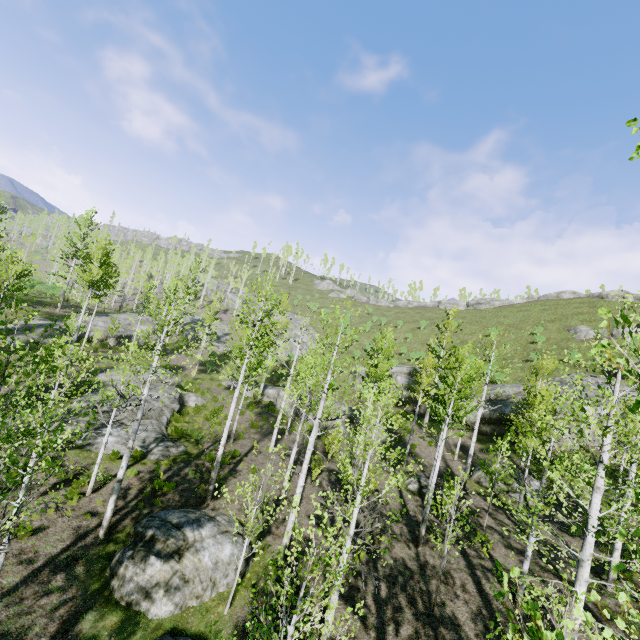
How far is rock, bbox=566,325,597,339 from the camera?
38.2m

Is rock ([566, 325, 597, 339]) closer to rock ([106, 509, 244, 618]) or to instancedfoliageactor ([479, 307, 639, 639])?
instancedfoliageactor ([479, 307, 639, 639])

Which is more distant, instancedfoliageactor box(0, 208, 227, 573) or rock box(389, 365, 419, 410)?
rock box(389, 365, 419, 410)

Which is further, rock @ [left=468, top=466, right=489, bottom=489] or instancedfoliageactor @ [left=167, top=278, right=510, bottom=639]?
rock @ [left=468, top=466, right=489, bottom=489]

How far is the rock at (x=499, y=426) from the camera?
25.4m

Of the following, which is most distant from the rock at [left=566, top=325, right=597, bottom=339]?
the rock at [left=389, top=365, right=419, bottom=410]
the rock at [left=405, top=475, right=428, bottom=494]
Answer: the rock at [left=405, top=475, right=428, bottom=494]

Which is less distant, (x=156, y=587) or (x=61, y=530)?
(x=156, y=587)

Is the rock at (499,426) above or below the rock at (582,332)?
below
